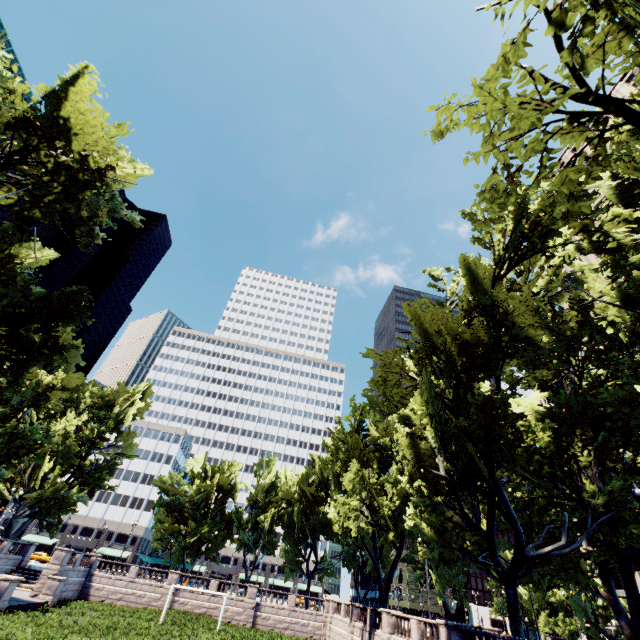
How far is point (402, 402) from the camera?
21.8 meters

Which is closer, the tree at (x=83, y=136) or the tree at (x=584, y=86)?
the tree at (x=584, y=86)

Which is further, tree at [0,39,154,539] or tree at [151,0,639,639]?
tree at [0,39,154,539]
